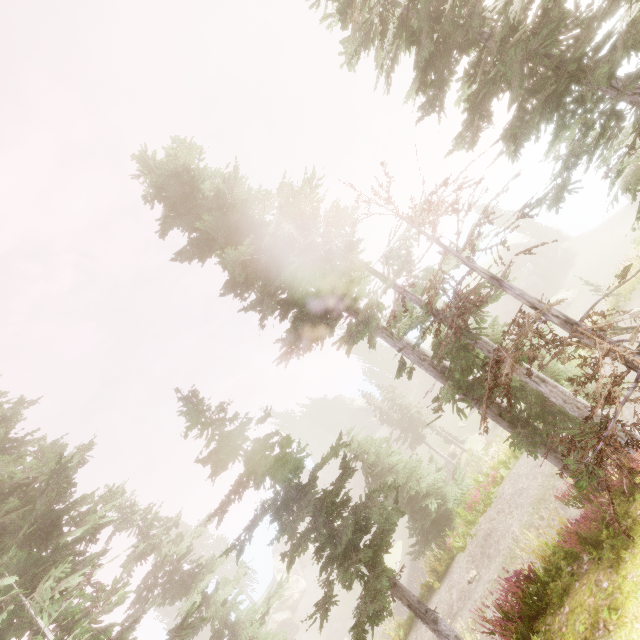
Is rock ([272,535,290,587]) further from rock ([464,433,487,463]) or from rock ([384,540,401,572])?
rock ([464,433,487,463])

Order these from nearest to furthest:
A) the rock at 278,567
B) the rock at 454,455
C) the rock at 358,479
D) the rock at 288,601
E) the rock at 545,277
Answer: the rock at 454,455, the rock at 545,277, the rock at 288,601, the rock at 358,479, the rock at 278,567

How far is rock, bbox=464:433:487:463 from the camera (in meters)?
28.70

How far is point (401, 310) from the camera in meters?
10.6

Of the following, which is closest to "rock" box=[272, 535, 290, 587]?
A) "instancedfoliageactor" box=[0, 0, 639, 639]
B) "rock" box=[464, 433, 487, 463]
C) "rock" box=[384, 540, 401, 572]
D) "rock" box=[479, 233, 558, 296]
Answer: "instancedfoliageactor" box=[0, 0, 639, 639]

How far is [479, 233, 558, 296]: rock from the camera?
41.53m

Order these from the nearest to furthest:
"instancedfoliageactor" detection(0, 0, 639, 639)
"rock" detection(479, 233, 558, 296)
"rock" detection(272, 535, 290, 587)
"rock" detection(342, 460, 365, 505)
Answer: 1. "instancedfoliageactor" detection(0, 0, 639, 639)
2. "rock" detection(479, 233, 558, 296)
3. "rock" detection(342, 460, 365, 505)
4. "rock" detection(272, 535, 290, 587)

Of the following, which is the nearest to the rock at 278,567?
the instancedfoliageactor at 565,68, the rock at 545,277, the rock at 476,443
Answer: the instancedfoliageactor at 565,68
